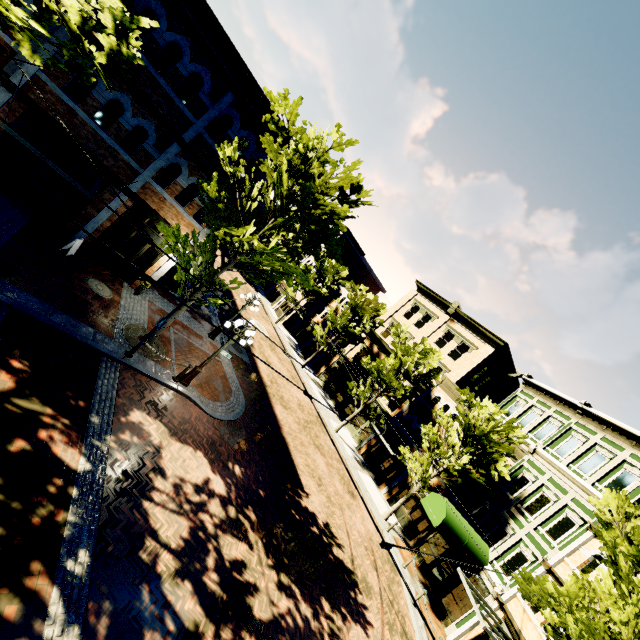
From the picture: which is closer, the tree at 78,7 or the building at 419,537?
the tree at 78,7

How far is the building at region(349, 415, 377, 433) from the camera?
28.16m

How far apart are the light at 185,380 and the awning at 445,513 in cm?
1335

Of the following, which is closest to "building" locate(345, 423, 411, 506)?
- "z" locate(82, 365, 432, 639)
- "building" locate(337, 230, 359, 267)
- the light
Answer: "z" locate(82, 365, 432, 639)

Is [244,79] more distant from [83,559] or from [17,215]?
[83,559]

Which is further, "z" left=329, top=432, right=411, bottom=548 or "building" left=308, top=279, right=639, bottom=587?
"z" left=329, top=432, right=411, bottom=548

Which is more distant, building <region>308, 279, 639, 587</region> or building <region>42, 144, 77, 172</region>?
building <region>308, 279, 639, 587</region>

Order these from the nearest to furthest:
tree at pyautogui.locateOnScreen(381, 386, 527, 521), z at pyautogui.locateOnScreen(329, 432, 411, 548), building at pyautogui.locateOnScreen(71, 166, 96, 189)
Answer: building at pyautogui.locateOnScreen(71, 166, 96, 189) → tree at pyautogui.locateOnScreen(381, 386, 527, 521) → z at pyautogui.locateOnScreen(329, 432, 411, 548)
